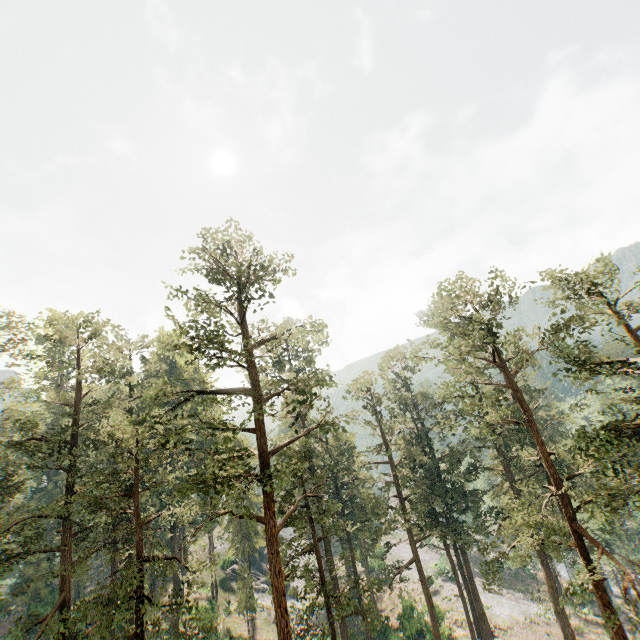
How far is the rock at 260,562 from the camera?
49.6m

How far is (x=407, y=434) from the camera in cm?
3806

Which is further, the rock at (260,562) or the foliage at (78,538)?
the rock at (260,562)

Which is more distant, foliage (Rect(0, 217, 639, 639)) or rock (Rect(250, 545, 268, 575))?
rock (Rect(250, 545, 268, 575))

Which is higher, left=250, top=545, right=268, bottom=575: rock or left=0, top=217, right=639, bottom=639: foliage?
left=0, top=217, right=639, bottom=639: foliage

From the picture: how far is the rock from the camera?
49.6m
